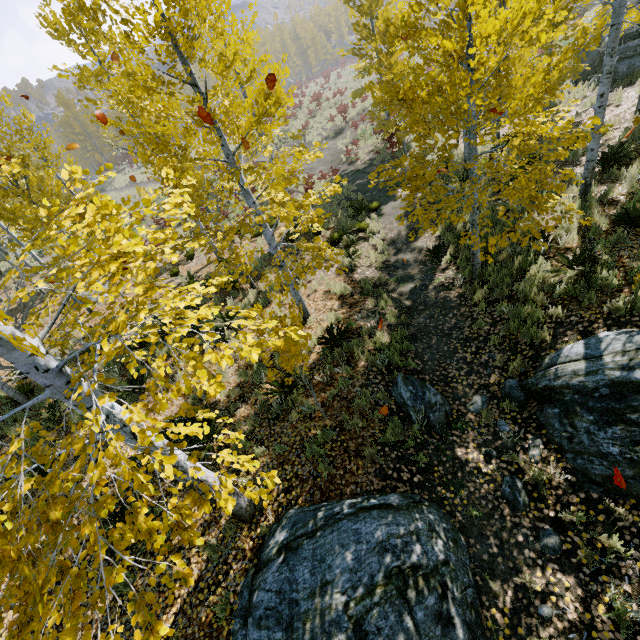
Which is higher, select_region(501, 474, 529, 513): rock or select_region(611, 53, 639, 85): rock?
select_region(611, 53, 639, 85): rock

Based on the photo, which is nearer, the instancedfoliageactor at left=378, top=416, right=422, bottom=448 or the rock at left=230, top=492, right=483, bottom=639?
the rock at left=230, top=492, right=483, bottom=639

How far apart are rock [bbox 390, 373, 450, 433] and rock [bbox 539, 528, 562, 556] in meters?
1.8

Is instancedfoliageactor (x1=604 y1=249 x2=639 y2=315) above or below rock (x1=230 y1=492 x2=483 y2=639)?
above

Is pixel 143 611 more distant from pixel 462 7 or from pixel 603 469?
pixel 462 7

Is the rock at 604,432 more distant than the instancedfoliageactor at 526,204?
Yes

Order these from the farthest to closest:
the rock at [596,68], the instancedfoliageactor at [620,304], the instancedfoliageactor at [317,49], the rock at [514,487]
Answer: the instancedfoliageactor at [317,49] → the rock at [596,68] → the instancedfoliageactor at [620,304] → the rock at [514,487]

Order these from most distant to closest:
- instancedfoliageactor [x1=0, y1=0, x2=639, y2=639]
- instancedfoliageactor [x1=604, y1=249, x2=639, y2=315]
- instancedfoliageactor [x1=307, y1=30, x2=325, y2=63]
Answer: instancedfoliageactor [x1=307, y1=30, x2=325, y2=63] < instancedfoliageactor [x1=604, y1=249, x2=639, y2=315] < instancedfoliageactor [x1=0, y1=0, x2=639, y2=639]
